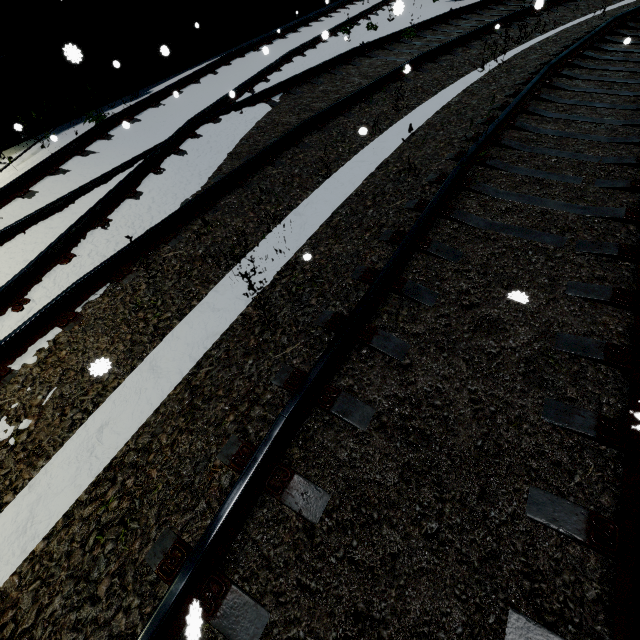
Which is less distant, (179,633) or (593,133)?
(179,633)
